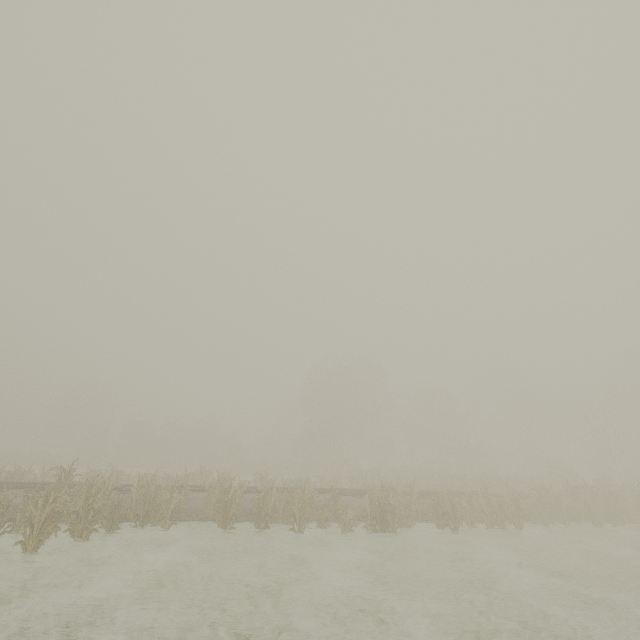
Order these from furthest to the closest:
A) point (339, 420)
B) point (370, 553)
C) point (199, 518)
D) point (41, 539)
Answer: point (339, 420), point (199, 518), point (370, 553), point (41, 539)
